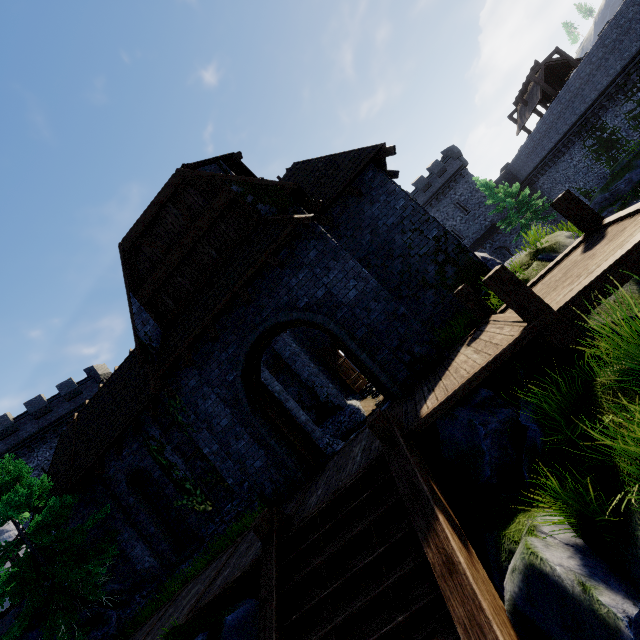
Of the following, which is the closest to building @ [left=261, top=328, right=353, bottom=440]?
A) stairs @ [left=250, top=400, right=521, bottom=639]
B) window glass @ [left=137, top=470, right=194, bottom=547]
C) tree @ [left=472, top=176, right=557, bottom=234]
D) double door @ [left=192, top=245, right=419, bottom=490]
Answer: double door @ [left=192, top=245, right=419, bottom=490]

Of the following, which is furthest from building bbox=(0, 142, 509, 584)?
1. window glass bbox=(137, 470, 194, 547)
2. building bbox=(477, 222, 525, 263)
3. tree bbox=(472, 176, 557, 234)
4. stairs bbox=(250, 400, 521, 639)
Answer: building bbox=(477, 222, 525, 263)

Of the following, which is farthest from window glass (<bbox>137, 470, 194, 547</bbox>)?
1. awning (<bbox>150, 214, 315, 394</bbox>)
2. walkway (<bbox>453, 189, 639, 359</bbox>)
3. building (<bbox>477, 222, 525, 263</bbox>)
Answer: building (<bbox>477, 222, 525, 263</bbox>)

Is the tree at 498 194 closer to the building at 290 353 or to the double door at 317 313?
the building at 290 353

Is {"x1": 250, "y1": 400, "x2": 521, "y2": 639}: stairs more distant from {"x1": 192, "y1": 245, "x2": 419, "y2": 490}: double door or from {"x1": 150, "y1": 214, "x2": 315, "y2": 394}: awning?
{"x1": 150, "y1": 214, "x2": 315, "y2": 394}: awning

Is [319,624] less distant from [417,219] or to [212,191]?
[212,191]

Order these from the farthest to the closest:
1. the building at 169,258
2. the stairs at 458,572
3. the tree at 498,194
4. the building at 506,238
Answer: the building at 506,238
the tree at 498,194
the building at 169,258
the stairs at 458,572

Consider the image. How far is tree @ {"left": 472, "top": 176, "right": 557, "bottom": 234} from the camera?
30.3 meters
